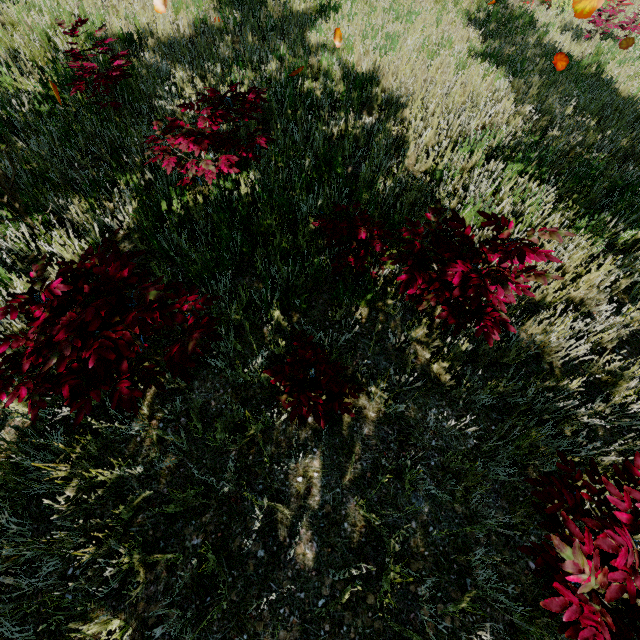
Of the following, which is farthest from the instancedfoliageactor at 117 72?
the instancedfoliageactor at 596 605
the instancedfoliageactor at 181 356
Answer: the instancedfoliageactor at 181 356

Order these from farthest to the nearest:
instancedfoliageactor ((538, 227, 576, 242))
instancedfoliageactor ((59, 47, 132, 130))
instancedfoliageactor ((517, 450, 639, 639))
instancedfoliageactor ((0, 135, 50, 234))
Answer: instancedfoliageactor ((59, 47, 132, 130)) < instancedfoliageactor ((0, 135, 50, 234)) < instancedfoliageactor ((538, 227, 576, 242)) < instancedfoliageactor ((517, 450, 639, 639))

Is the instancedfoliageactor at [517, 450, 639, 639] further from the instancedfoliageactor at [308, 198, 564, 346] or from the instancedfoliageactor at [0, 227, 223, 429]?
the instancedfoliageactor at [0, 227, 223, 429]

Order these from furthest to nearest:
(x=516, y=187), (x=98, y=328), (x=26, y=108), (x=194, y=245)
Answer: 1. (x=26, y=108)
2. (x=516, y=187)
3. (x=194, y=245)
4. (x=98, y=328)

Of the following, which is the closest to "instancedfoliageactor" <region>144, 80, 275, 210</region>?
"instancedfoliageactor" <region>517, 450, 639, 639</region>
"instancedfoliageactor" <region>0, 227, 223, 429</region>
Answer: "instancedfoliageactor" <region>517, 450, 639, 639</region>

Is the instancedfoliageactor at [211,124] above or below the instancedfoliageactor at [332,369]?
above

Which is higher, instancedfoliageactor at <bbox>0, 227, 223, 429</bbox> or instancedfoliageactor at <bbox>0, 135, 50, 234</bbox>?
instancedfoliageactor at <bbox>0, 227, 223, 429</bbox>
